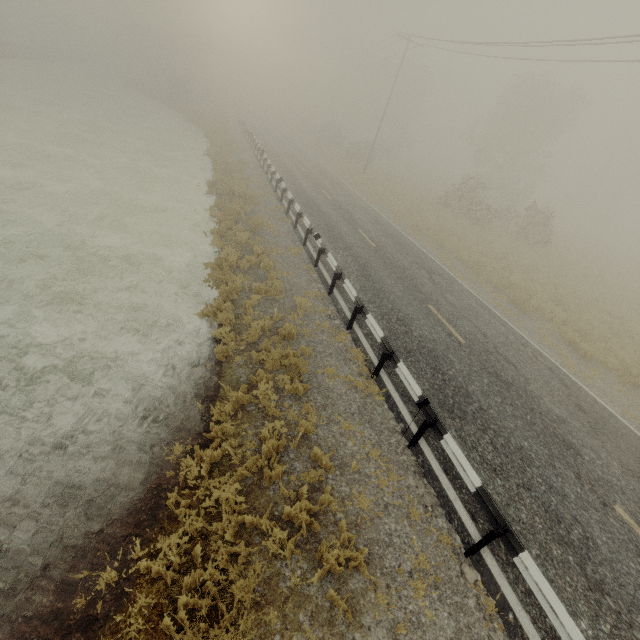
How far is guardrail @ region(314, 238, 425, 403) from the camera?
7.3 meters

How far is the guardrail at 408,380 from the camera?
7.30m

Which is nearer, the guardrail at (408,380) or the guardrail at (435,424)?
the guardrail at (435,424)

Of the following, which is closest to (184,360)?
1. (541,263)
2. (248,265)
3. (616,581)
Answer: (248,265)

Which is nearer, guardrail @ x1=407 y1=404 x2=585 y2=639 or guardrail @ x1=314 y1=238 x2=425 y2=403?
guardrail @ x1=407 y1=404 x2=585 y2=639
